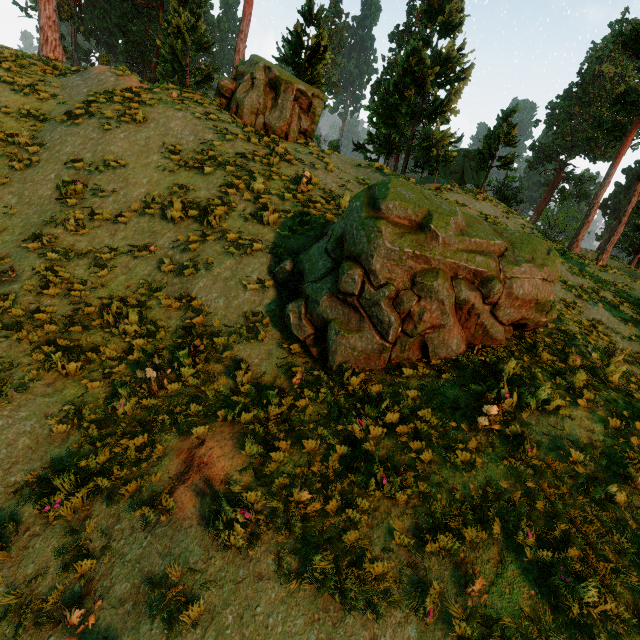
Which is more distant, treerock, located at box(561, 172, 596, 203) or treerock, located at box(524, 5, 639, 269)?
treerock, located at box(561, 172, 596, 203)

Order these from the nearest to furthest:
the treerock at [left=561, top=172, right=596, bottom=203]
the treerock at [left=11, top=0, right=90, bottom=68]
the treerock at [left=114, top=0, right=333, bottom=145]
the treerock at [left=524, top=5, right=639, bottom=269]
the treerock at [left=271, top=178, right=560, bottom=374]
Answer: the treerock at [left=271, top=178, right=560, bottom=374], the treerock at [left=114, top=0, right=333, bottom=145], the treerock at [left=11, top=0, right=90, bottom=68], the treerock at [left=524, top=5, right=639, bottom=269], the treerock at [left=561, top=172, right=596, bottom=203]

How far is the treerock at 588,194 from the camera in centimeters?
5607cm

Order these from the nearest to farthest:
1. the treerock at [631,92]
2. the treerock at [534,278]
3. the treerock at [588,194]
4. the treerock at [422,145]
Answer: the treerock at [534,278] → the treerock at [422,145] → the treerock at [631,92] → the treerock at [588,194]

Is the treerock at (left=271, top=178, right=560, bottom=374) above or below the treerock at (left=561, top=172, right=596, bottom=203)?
below

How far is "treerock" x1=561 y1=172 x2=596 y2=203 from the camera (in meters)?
56.07

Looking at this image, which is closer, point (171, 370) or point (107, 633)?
point (107, 633)
